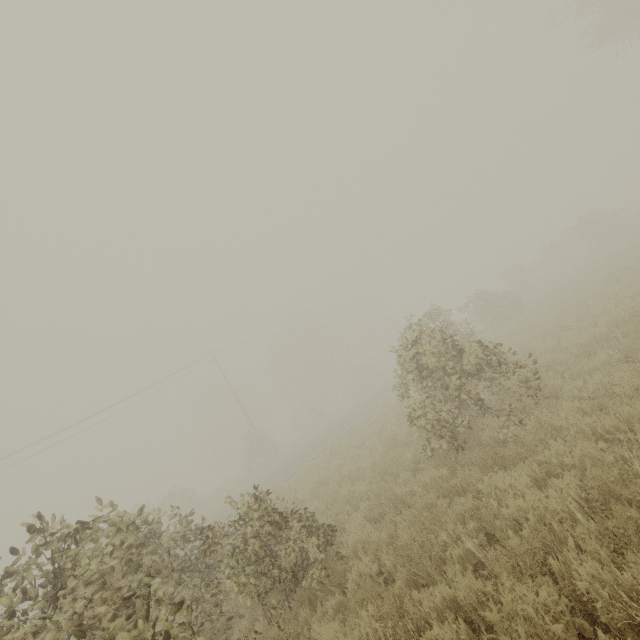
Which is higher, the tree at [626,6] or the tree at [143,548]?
the tree at [626,6]

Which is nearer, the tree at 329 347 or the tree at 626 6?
the tree at 329 347

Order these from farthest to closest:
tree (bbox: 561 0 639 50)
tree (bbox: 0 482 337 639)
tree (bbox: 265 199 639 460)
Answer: tree (bbox: 561 0 639 50) < tree (bbox: 265 199 639 460) < tree (bbox: 0 482 337 639)

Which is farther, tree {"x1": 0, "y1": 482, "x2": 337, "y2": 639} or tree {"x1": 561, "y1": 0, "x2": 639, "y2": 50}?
tree {"x1": 561, "y1": 0, "x2": 639, "y2": 50}

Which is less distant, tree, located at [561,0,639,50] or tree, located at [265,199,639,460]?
tree, located at [265,199,639,460]

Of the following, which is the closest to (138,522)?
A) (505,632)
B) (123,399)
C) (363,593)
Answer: (363,593)

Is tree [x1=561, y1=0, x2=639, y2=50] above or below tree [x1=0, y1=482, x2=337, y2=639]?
above
